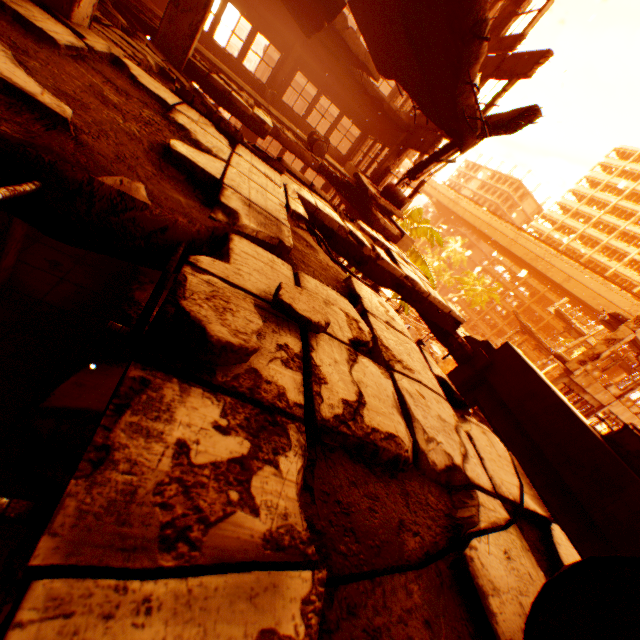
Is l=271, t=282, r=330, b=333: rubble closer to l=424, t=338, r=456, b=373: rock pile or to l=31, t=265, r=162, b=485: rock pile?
l=31, t=265, r=162, b=485: rock pile

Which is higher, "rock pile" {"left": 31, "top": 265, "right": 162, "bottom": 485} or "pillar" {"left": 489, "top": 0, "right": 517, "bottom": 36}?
"pillar" {"left": 489, "top": 0, "right": 517, "bottom": 36}

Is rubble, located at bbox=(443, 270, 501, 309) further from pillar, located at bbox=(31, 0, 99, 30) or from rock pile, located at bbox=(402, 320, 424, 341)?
pillar, located at bbox=(31, 0, 99, 30)

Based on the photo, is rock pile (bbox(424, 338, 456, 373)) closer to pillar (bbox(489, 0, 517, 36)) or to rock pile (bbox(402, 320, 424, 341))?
rock pile (bbox(402, 320, 424, 341))

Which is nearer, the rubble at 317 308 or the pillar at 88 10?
the rubble at 317 308

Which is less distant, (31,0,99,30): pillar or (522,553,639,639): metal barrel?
(522,553,639,639): metal barrel

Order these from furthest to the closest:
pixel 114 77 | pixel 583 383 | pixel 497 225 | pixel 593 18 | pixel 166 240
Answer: pixel 497 225 → pixel 593 18 → pixel 583 383 → pixel 114 77 → pixel 166 240

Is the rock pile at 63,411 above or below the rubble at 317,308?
below
